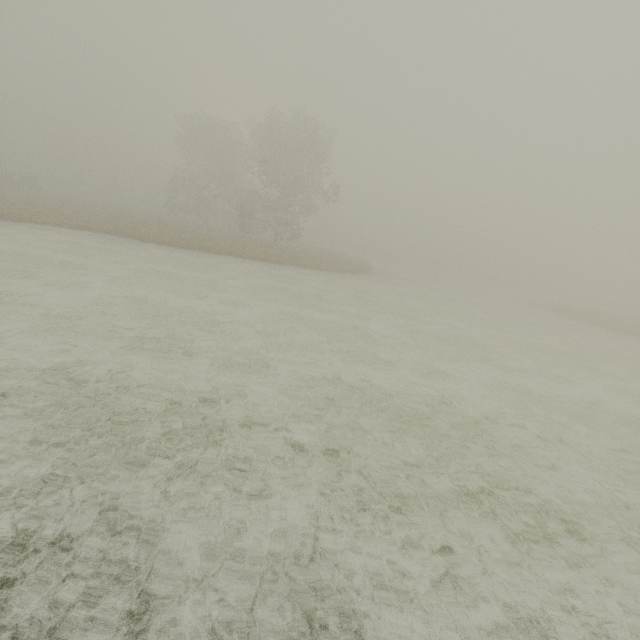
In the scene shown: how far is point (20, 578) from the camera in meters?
2.8 m
